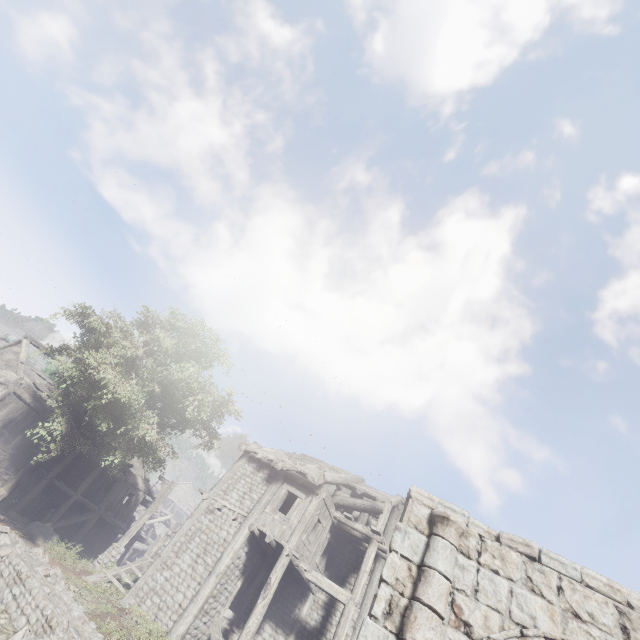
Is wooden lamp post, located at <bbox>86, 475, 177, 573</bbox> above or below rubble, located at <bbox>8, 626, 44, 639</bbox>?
above

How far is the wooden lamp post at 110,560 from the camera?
15.45m

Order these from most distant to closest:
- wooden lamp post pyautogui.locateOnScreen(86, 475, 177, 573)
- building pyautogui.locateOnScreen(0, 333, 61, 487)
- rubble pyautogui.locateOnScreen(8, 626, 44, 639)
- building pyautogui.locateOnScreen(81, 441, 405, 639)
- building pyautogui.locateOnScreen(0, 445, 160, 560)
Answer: building pyautogui.locateOnScreen(0, 445, 160, 560) → building pyautogui.locateOnScreen(0, 333, 61, 487) → wooden lamp post pyautogui.locateOnScreen(86, 475, 177, 573) → building pyautogui.locateOnScreen(81, 441, 405, 639) → rubble pyautogui.locateOnScreen(8, 626, 44, 639)

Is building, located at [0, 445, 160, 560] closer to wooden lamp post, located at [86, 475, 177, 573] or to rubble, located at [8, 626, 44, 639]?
wooden lamp post, located at [86, 475, 177, 573]

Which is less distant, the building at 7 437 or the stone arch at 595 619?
the stone arch at 595 619

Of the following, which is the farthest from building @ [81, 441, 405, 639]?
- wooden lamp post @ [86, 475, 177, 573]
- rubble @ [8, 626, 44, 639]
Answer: rubble @ [8, 626, 44, 639]

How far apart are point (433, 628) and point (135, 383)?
16.1m

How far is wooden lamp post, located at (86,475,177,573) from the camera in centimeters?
1545cm
